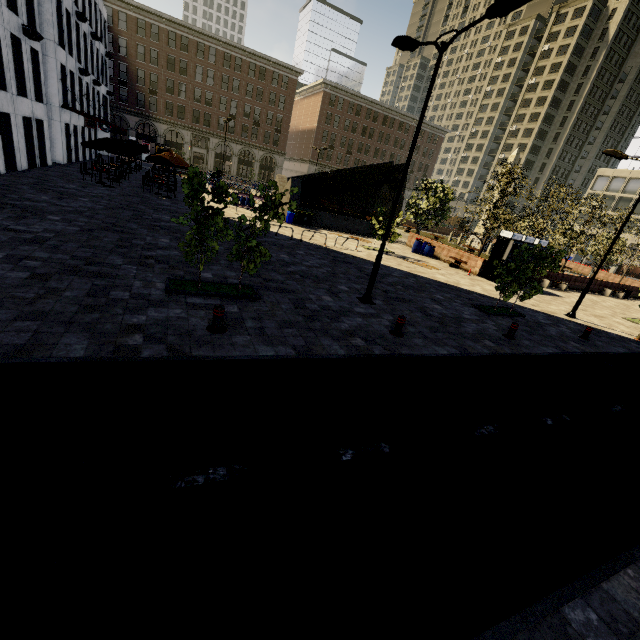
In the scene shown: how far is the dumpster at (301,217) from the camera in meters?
24.4

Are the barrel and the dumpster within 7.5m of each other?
no

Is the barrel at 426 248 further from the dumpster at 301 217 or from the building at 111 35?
the building at 111 35

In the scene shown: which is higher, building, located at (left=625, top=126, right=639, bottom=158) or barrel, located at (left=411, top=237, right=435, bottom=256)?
building, located at (left=625, top=126, right=639, bottom=158)

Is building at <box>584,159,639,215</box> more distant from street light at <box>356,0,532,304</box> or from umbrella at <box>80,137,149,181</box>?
umbrella at <box>80,137,149,181</box>

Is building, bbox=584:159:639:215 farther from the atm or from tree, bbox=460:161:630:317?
the atm

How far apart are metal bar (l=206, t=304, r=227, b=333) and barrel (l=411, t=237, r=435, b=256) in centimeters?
2160cm

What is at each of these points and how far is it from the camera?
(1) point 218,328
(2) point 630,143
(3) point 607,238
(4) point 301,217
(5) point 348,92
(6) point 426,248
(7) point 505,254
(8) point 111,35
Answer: (1) metal bar, 7.0m
(2) building, 55.6m
(3) tree, 33.3m
(4) dumpster, 24.5m
(5) building, 59.3m
(6) barrel, 25.4m
(7) atm, 20.8m
(8) building, 45.2m
